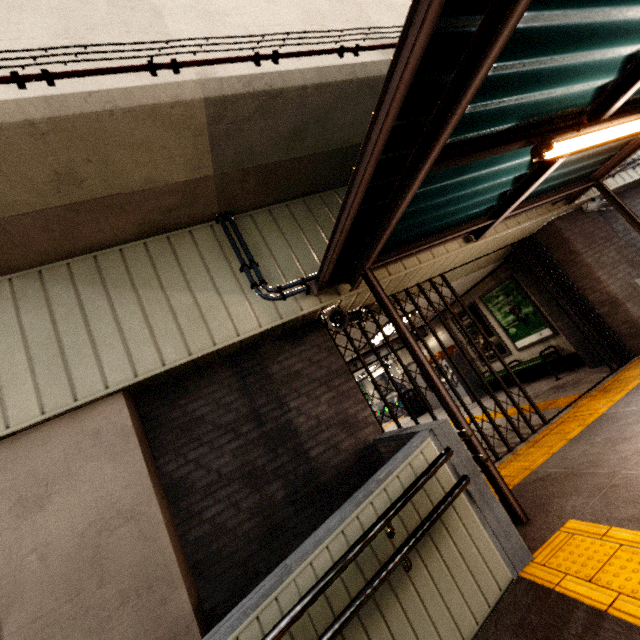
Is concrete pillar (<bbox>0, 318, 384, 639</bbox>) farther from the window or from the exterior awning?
the window

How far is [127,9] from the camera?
3.19m

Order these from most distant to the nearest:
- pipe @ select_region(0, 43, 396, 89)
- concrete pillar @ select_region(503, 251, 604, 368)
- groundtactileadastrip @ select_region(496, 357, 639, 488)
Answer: concrete pillar @ select_region(503, 251, 604, 368)
groundtactileadastrip @ select_region(496, 357, 639, 488)
pipe @ select_region(0, 43, 396, 89)

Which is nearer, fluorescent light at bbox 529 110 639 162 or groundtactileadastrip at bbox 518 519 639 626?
groundtactileadastrip at bbox 518 519 639 626

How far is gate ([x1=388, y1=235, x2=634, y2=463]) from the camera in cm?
502

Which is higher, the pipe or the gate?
the pipe

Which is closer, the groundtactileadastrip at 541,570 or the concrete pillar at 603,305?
the groundtactileadastrip at 541,570

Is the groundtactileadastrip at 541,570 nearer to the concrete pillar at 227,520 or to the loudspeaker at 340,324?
Result: the concrete pillar at 227,520
